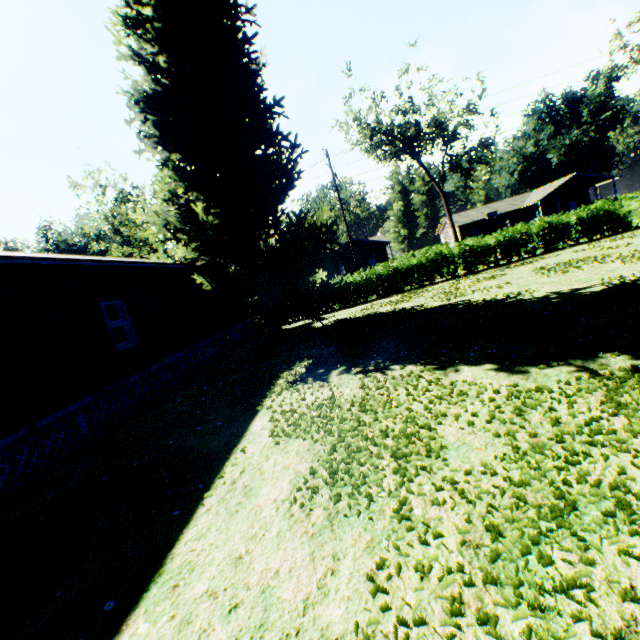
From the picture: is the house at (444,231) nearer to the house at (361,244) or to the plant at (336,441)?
the house at (361,244)

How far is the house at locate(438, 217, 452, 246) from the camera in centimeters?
5619cm

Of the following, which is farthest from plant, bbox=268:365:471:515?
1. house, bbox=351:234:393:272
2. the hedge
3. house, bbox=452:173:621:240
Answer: house, bbox=351:234:393:272

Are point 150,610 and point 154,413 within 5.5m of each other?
no

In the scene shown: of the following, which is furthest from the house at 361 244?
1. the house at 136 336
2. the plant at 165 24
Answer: the plant at 165 24

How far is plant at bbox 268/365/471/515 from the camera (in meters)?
3.72

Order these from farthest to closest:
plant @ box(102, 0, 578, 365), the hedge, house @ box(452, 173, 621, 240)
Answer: house @ box(452, 173, 621, 240)
the hedge
plant @ box(102, 0, 578, 365)
